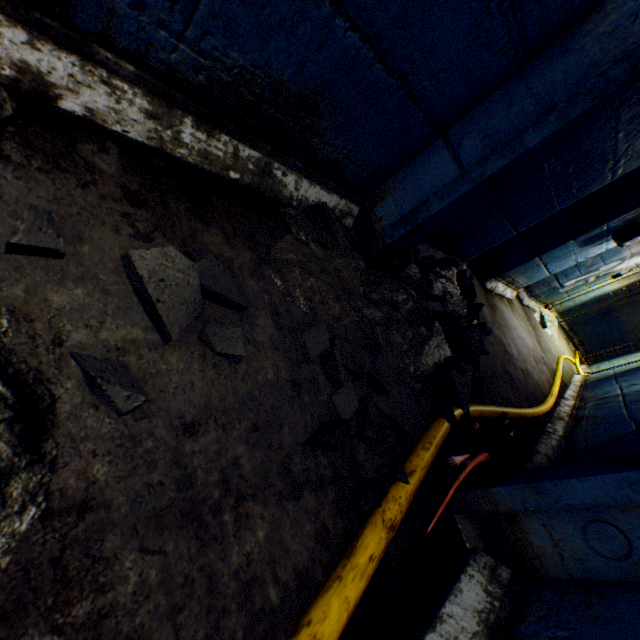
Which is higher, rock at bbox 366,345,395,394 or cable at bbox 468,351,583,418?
cable at bbox 468,351,583,418

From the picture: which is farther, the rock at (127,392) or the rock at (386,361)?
the rock at (386,361)

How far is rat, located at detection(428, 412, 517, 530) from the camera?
1.2 meters

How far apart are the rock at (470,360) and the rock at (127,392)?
1.30m

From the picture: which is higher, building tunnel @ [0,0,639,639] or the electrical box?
the electrical box

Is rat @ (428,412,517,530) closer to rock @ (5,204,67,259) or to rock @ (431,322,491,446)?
rock @ (431,322,491,446)

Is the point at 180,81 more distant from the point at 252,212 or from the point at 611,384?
the point at 611,384

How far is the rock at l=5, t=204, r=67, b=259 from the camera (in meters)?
0.60
